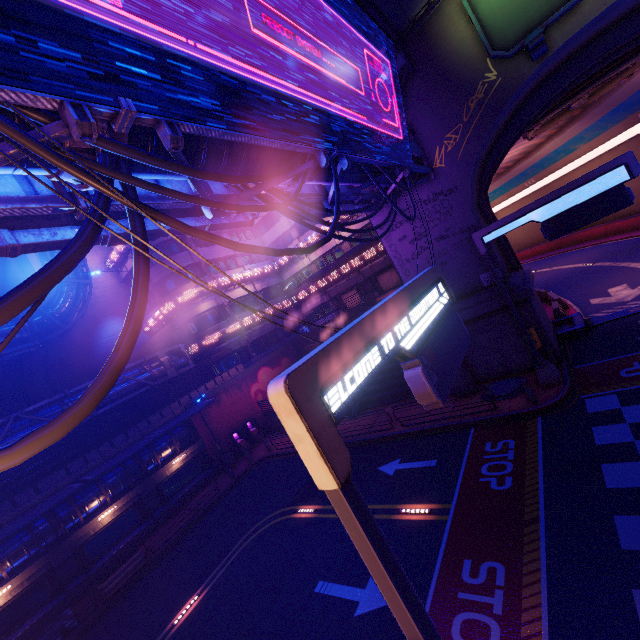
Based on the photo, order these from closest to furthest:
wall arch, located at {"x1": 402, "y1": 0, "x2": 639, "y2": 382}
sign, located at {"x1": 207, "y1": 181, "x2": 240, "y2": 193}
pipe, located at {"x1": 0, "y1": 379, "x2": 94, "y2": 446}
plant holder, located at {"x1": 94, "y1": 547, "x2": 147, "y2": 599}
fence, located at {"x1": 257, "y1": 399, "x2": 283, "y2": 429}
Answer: sign, located at {"x1": 207, "y1": 181, "x2": 240, "y2": 193} → wall arch, located at {"x1": 402, "y1": 0, "x2": 639, "y2": 382} → plant holder, located at {"x1": 94, "y1": 547, "x2": 147, "y2": 599} → pipe, located at {"x1": 0, "y1": 379, "x2": 94, "y2": 446} → fence, located at {"x1": 257, "y1": 399, "x2": 283, "y2": 429}

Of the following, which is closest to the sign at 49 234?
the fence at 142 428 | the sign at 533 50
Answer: the sign at 533 50

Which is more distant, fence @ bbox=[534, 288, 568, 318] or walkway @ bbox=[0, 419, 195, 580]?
fence @ bbox=[534, 288, 568, 318]

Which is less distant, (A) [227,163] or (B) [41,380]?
(A) [227,163]

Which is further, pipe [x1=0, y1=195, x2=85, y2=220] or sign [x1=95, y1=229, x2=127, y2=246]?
sign [x1=95, y1=229, x2=127, y2=246]

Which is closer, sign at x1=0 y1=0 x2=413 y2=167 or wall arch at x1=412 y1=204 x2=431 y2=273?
sign at x1=0 y1=0 x2=413 y2=167

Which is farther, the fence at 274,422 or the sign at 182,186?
the fence at 274,422

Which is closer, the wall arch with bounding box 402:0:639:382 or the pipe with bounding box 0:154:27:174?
the pipe with bounding box 0:154:27:174
